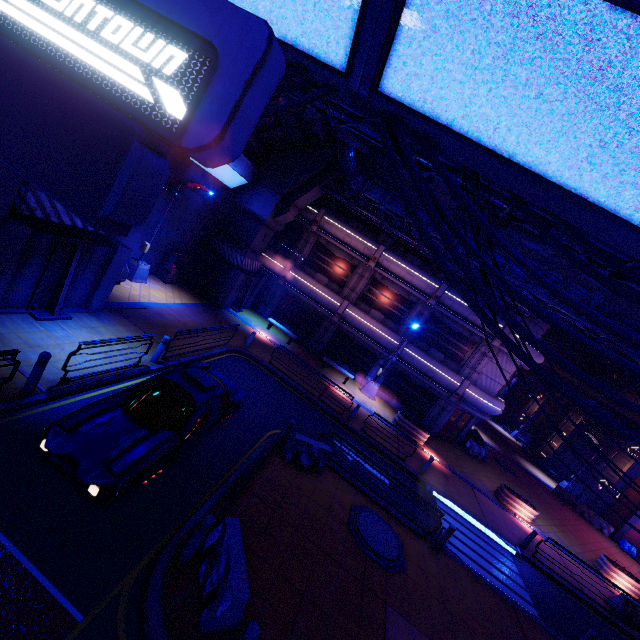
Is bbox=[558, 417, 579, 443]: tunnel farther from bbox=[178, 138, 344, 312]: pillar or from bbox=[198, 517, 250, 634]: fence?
bbox=[198, 517, 250, 634]: fence

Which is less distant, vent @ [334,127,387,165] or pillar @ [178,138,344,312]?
vent @ [334,127,387,165]

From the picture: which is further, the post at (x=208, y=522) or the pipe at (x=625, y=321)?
the pipe at (x=625, y=321)

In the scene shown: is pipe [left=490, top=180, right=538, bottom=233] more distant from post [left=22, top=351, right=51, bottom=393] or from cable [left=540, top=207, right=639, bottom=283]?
post [left=22, top=351, right=51, bottom=393]

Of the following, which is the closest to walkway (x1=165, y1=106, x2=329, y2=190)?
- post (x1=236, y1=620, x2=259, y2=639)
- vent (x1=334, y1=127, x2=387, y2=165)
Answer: vent (x1=334, y1=127, x2=387, y2=165)

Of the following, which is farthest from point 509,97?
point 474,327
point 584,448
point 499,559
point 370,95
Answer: point 584,448

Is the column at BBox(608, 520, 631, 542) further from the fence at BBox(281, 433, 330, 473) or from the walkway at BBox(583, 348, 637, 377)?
the fence at BBox(281, 433, 330, 473)

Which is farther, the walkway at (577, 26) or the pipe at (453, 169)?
the pipe at (453, 169)
